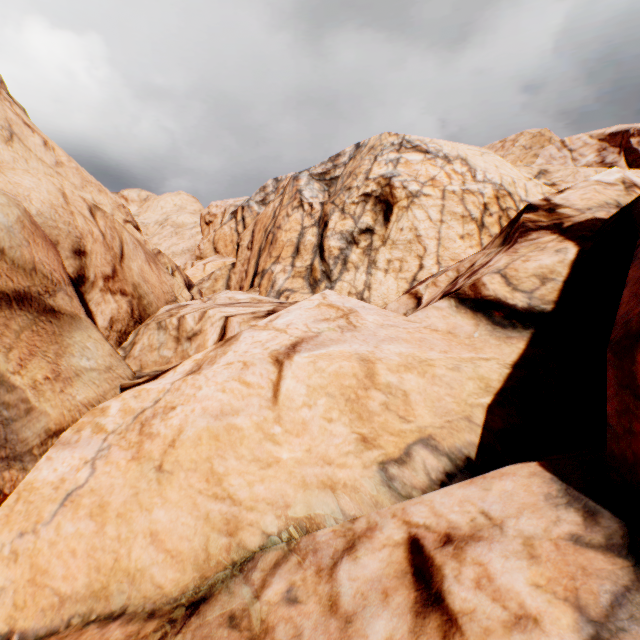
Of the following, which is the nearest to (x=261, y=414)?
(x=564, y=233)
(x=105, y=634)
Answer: (x=105, y=634)
